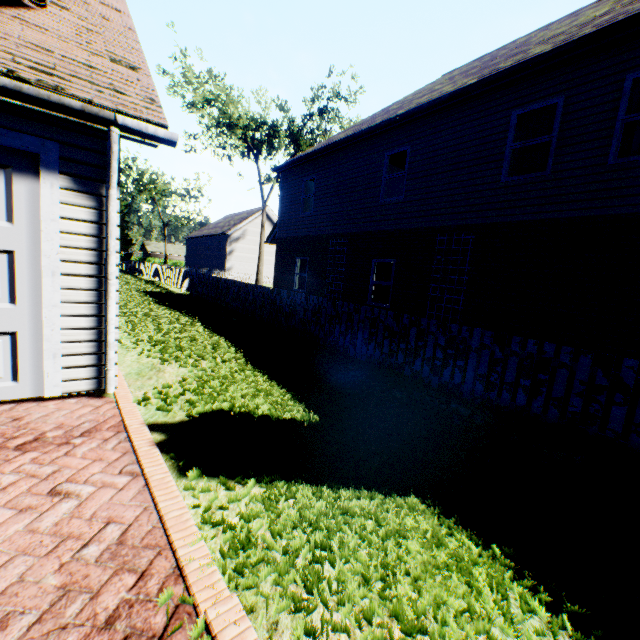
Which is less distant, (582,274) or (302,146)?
(582,274)

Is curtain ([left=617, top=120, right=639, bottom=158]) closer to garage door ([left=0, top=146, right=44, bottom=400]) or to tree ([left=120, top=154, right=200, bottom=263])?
garage door ([left=0, top=146, right=44, bottom=400])

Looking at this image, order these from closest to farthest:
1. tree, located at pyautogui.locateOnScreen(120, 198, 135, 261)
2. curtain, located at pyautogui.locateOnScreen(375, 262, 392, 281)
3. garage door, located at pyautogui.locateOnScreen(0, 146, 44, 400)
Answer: garage door, located at pyautogui.locateOnScreen(0, 146, 44, 400)
curtain, located at pyautogui.locateOnScreen(375, 262, 392, 281)
tree, located at pyautogui.locateOnScreen(120, 198, 135, 261)

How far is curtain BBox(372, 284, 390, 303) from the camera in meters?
11.1 m

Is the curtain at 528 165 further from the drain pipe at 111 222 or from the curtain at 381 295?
the drain pipe at 111 222

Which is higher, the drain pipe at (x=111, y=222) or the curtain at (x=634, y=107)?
the curtain at (x=634, y=107)

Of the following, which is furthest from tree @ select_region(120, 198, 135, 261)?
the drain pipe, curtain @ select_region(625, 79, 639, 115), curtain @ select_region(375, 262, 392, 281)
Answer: curtain @ select_region(375, 262, 392, 281)

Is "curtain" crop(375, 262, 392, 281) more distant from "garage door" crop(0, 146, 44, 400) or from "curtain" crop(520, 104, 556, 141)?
"garage door" crop(0, 146, 44, 400)
